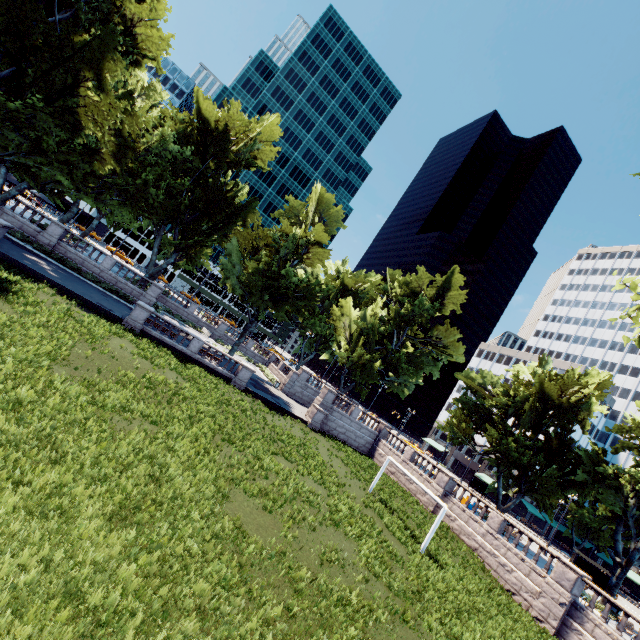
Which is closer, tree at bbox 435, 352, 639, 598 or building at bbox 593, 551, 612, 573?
tree at bbox 435, 352, 639, 598

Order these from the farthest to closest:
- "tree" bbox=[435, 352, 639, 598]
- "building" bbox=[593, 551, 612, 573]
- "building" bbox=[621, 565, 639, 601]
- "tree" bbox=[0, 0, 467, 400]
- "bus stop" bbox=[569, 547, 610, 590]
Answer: "building" bbox=[593, 551, 612, 573] → "building" bbox=[621, 565, 639, 601] → "bus stop" bbox=[569, 547, 610, 590] → "tree" bbox=[435, 352, 639, 598] → "tree" bbox=[0, 0, 467, 400]

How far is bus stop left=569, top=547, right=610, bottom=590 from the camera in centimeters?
3204cm

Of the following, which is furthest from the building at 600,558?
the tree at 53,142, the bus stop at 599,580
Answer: the bus stop at 599,580

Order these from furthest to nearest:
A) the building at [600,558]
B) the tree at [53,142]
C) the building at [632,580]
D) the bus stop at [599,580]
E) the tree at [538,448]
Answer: the building at [600,558] → the building at [632,580] → the bus stop at [599,580] → the tree at [538,448] → the tree at [53,142]

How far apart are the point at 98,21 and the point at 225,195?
16.3 meters

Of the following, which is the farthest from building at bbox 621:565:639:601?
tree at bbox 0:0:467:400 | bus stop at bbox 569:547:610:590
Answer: bus stop at bbox 569:547:610:590

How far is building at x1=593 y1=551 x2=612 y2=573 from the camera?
57.1m
